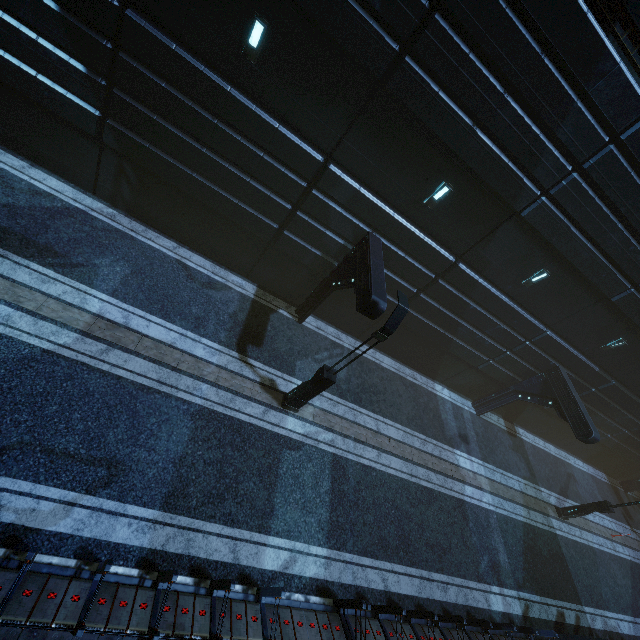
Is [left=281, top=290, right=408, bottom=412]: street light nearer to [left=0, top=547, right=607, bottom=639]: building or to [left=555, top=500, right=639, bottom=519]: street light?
[left=0, top=547, right=607, bottom=639]: building

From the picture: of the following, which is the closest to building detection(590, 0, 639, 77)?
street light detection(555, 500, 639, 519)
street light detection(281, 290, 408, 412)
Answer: street light detection(281, 290, 408, 412)

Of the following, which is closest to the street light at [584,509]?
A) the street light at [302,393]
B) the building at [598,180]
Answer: the building at [598,180]

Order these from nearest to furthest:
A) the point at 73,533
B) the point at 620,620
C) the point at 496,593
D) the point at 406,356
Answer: Answer: the point at 73,533 → the point at 496,593 → the point at 620,620 → the point at 406,356

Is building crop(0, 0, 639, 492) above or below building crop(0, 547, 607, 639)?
above

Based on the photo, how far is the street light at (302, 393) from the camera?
8.14m

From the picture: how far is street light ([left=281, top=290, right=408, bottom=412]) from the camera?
8.1 meters
